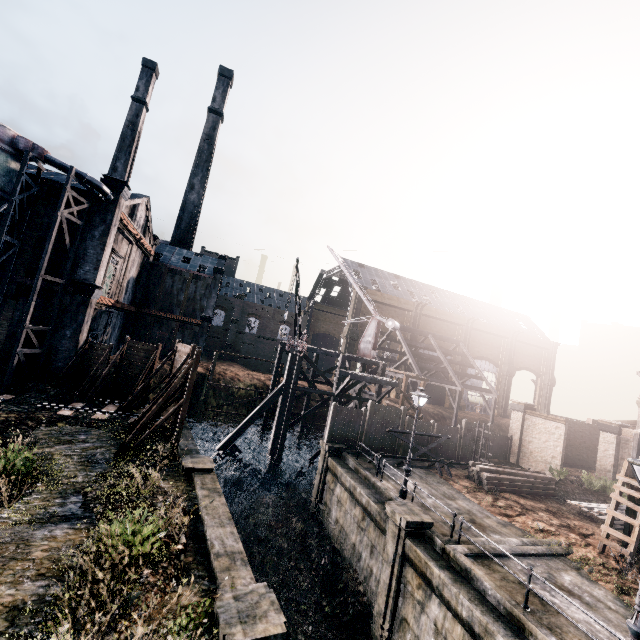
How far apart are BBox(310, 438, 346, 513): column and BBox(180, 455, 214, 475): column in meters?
8.2 m

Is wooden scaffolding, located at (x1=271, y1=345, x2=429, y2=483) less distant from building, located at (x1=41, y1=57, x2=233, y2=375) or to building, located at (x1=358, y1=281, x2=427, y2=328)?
building, located at (x1=358, y1=281, x2=427, y2=328)

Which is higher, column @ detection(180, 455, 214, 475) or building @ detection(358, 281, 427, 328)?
building @ detection(358, 281, 427, 328)

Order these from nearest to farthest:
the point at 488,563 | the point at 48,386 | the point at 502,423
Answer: the point at 488,563 → the point at 48,386 → the point at 502,423

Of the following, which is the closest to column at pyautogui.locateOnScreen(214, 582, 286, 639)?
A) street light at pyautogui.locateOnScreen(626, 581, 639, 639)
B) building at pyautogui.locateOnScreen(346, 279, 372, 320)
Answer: street light at pyautogui.locateOnScreen(626, 581, 639, 639)

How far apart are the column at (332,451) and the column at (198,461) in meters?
8.2 m

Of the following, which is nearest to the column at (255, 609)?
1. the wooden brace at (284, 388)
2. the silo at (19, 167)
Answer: the wooden brace at (284, 388)

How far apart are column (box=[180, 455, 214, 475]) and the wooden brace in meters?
9.8
